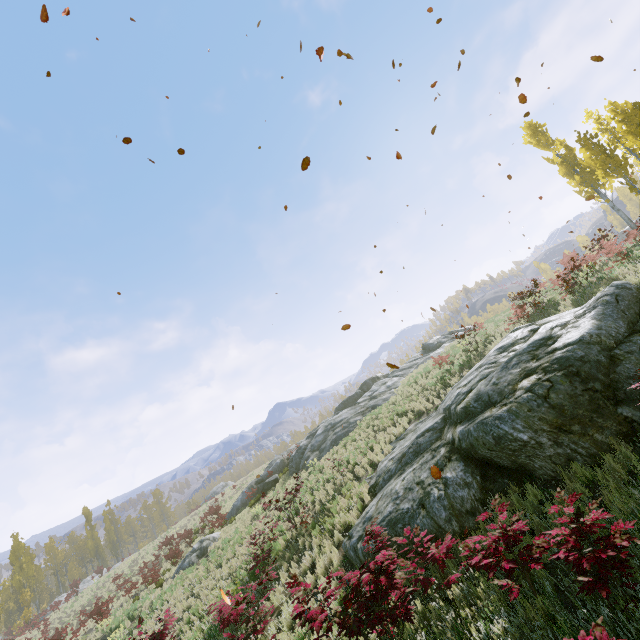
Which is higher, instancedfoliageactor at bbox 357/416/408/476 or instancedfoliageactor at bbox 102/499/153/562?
instancedfoliageactor at bbox 102/499/153/562

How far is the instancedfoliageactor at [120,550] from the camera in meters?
52.7

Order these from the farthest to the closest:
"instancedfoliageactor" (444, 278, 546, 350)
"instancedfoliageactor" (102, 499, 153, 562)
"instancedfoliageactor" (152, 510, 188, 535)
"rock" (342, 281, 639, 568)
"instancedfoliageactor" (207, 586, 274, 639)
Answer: "instancedfoliageactor" (102, 499, 153, 562) < "instancedfoliageactor" (152, 510, 188, 535) < "instancedfoliageactor" (444, 278, 546, 350) < "instancedfoliageactor" (207, 586, 274, 639) < "rock" (342, 281, 639, 568)

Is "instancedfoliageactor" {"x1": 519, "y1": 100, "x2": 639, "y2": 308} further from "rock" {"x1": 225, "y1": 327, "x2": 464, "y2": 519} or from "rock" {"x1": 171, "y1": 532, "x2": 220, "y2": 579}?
"rock" {"x1": 171, "y1": 532, "x2": 220, "y2": 579}

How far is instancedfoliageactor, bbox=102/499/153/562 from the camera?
52.71m

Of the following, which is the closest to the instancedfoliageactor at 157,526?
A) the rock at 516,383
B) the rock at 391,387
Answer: the rock at 516,383

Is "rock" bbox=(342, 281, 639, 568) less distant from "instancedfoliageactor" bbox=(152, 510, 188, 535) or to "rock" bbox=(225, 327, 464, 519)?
"instancedfoliageactor" bbox=(152, 510, 188, 535)

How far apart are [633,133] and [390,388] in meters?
20.4 m
